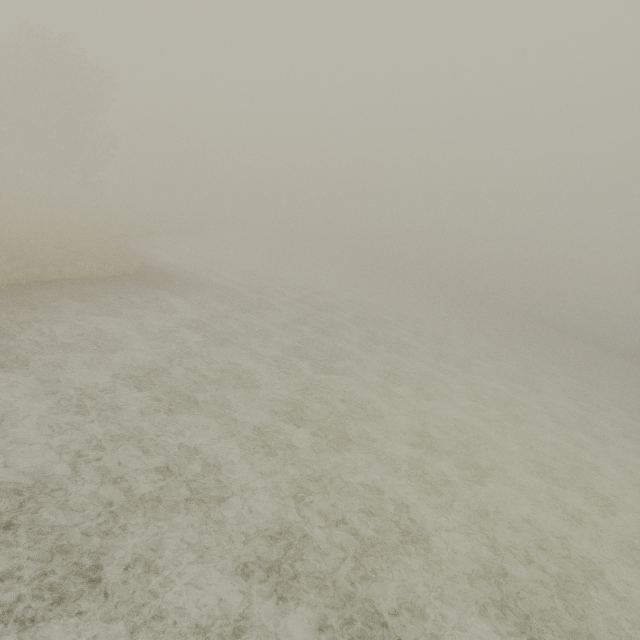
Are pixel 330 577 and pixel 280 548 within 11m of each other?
yes
